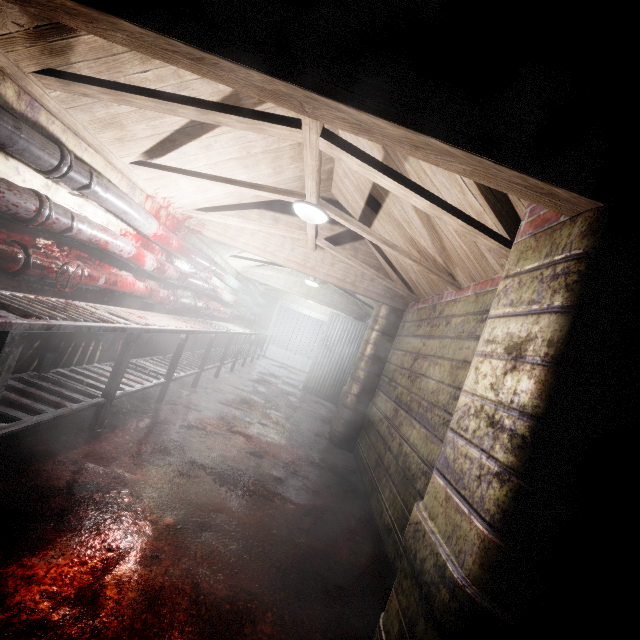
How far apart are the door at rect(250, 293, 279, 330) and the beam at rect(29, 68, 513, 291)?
7.9 meters

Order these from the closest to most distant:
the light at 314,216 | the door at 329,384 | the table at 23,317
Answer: the table at 23,317, the light at 314,216, the door at 329,384

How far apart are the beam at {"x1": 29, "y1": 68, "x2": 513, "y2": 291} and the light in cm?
4

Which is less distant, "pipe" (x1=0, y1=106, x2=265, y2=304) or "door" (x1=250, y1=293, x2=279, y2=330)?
"pipe" (x1=0, y1=106, x2=265, y2=304)

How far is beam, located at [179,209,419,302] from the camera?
3.76m

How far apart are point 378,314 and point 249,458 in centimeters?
243cm

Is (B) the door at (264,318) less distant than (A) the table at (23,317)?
No

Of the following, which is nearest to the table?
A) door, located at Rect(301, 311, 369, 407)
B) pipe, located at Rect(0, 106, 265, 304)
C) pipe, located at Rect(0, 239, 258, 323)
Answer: pipe, located at Rect(0, 239, 258, 323)
